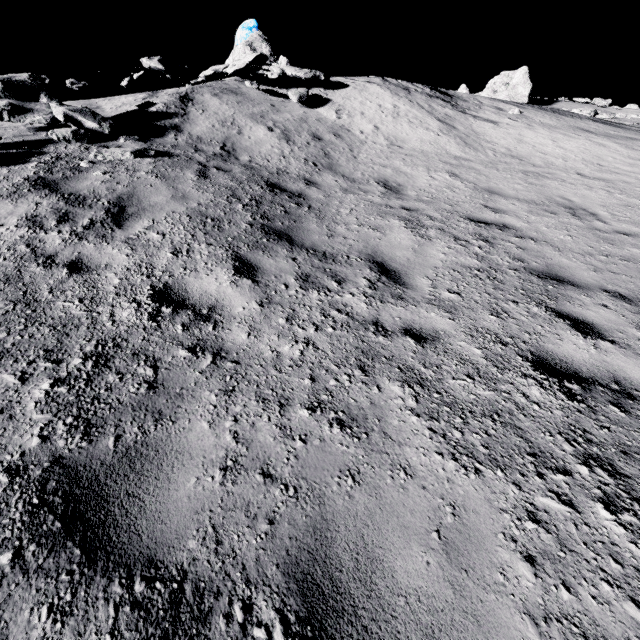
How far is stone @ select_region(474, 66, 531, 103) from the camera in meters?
23.3

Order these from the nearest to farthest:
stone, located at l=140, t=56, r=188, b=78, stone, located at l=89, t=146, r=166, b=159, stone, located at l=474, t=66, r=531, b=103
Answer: stone, located at l=89, t=146, r=166, b=159 → stone, located at l=140, t=56, r=188, b=78 → stone, located at l=474, t=66, r=531, b=103

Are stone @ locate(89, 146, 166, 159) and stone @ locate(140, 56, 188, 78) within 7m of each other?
yes

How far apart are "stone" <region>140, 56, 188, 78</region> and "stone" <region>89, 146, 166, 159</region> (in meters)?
6.12

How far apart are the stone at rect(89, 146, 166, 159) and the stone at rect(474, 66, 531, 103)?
26.0 meters

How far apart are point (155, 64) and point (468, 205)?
11.4 meters

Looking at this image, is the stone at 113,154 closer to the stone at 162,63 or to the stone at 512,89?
the stone at 162,63

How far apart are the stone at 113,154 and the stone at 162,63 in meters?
6.1 m
